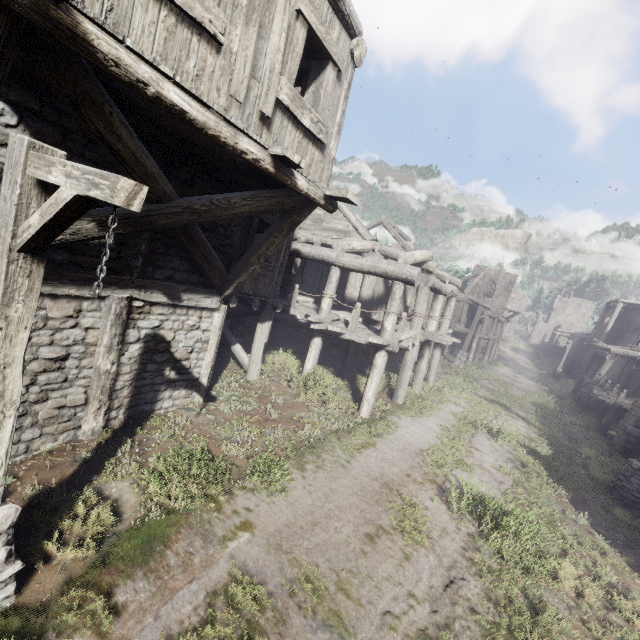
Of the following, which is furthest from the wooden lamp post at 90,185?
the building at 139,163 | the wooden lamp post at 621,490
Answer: the wooden lamp post at 621,490

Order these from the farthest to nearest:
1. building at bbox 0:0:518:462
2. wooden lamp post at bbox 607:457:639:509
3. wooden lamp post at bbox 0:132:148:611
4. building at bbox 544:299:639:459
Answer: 1. building at bbox 544:299:639:459
2. wooden lamp post at bbox 607:457:639:509
3. building at bbox 0:0:518:462
4. wooden lamp post at bbox 0:132:148:611

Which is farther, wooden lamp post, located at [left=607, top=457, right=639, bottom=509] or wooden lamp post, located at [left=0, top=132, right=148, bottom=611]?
wooden lamp post, located at [left=607, top=457, right=639, bottom=509]

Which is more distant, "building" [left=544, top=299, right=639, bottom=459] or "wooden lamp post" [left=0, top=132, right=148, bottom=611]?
"building" [left=544, top=299, right=639, bottom=459]

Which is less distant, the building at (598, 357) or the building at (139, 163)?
the building at (139, 163)

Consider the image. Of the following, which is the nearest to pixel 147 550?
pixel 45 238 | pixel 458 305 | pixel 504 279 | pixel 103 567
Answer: pixel 103 567

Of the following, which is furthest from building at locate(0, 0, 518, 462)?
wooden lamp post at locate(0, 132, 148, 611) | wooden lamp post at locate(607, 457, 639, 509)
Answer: wooden lamp post at locate(607, 457, 639, 509)
